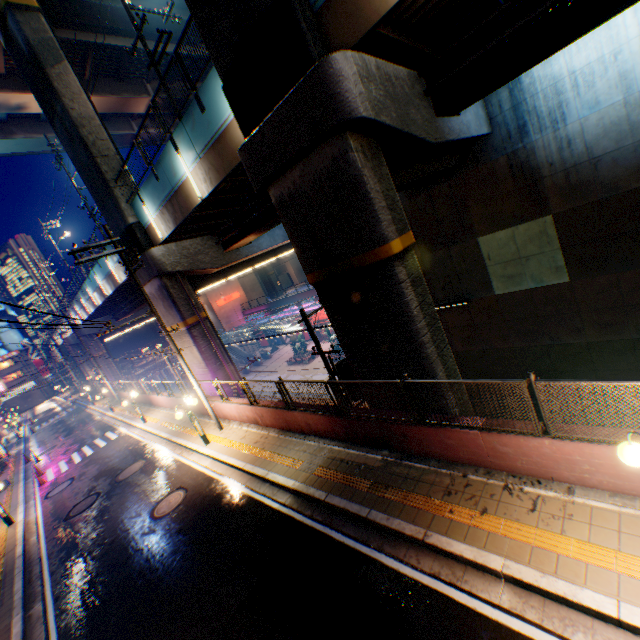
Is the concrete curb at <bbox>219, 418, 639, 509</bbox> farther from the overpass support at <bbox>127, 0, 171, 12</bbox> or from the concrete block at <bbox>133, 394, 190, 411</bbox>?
the overpass support at <bbox>127, 0, 171, 12</bbox>

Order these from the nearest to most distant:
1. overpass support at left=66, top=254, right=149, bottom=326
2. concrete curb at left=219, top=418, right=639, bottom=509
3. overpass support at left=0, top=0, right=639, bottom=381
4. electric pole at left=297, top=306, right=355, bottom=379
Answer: concrete curb at left=219, top=418, right=639, bottom=509 < overpass support at left=0, top=0, right=639, bottom=381 < electric pole at left=297, top=306, right=355, bottom=379 < overpass support at left=66, top=254, right=149, bottom=326

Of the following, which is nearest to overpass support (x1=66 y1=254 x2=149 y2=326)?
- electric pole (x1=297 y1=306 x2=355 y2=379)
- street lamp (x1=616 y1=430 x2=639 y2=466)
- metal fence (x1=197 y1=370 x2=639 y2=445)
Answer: metal fence (x1=197 y1=370 x2=639 y2=445)

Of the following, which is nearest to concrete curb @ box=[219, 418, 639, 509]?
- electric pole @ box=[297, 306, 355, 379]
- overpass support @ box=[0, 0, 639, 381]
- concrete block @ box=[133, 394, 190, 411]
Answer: concrete block @ box=[133, 394, 190, 411]

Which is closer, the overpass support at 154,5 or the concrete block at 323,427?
the concrete block at 323,427

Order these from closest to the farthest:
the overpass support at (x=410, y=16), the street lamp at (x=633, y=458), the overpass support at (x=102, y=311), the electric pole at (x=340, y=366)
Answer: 1. the street lamp at (x=633, y=458)
2. the overpass support at (x=410, y=16)
3. the electric pole at (x=340, y=366)
4. the overpass support at (x=102, y=311)

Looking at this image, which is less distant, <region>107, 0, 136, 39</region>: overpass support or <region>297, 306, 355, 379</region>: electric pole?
<region>297, 306, 355, 379</region>: electric pole

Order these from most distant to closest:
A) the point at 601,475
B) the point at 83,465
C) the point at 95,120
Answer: the point at 83,465
the point at 95,120
the point at 601,475
